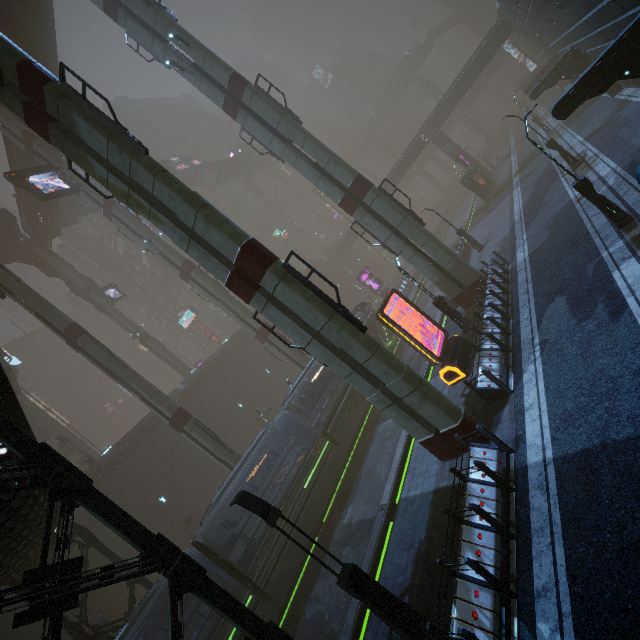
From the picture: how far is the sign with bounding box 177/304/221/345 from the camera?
52.6m

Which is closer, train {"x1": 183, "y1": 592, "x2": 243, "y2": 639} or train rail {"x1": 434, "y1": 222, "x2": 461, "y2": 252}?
train {"x1": 183, "y1": 592, "x2": 243, "y2": 639}

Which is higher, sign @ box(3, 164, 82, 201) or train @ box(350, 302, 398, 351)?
sign @ box(3, 164, 82, 201)

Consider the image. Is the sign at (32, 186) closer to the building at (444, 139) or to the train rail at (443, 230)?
the building at (444, 139)

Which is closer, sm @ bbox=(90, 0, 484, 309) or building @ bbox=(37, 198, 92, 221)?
sm @ bbox=(90, 0, 484, 309)

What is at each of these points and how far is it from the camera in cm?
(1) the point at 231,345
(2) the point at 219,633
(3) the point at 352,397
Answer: (1) building, 4191
(2) train, 1290
(3) train, 2292

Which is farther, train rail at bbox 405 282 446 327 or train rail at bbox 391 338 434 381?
train rail at bbox 405 282 446 327

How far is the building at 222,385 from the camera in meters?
34.9
